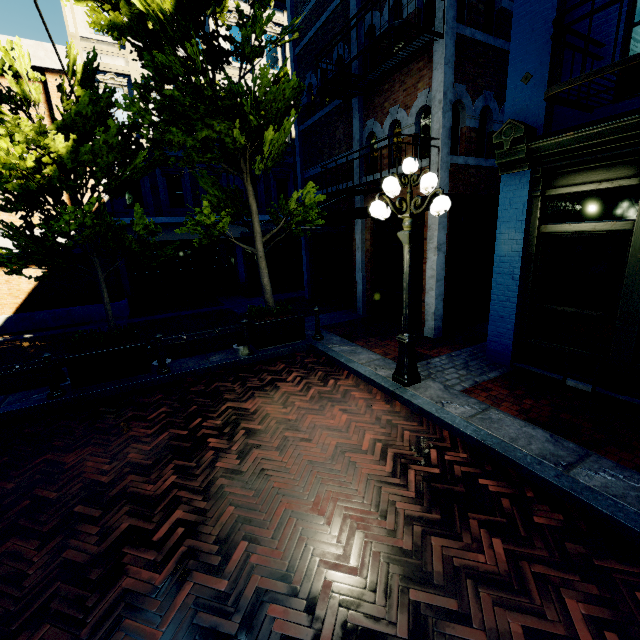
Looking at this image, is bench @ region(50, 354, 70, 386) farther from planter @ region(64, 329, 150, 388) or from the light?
the light

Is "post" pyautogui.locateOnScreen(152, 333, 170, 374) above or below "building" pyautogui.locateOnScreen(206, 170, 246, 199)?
below

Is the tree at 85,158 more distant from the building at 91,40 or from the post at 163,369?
the post at 163,369

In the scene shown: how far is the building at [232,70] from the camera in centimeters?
1385cm

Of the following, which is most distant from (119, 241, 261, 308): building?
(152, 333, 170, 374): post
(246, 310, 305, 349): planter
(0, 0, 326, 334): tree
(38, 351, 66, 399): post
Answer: (38, 351, 66, 399): post

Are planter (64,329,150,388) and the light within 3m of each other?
no

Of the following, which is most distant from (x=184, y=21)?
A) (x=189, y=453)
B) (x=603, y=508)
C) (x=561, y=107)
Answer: (x=603, y=508)

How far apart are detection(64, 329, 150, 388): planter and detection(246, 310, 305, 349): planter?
2.3 meters
